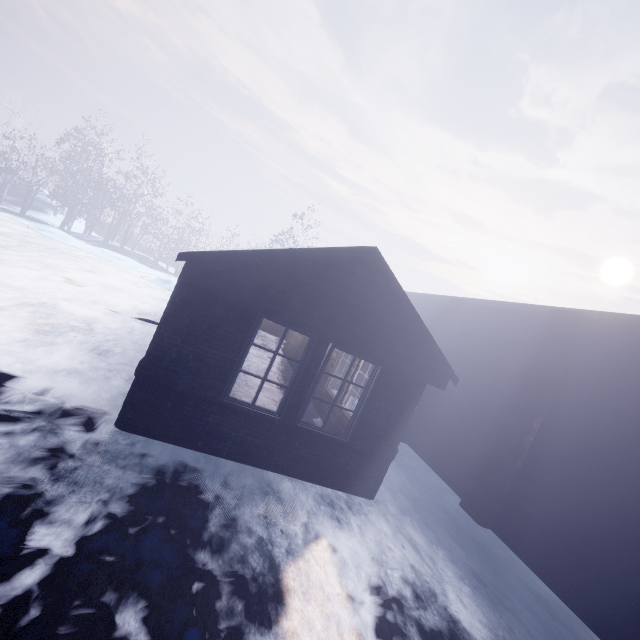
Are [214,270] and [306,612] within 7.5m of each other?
yes

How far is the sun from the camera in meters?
51.5

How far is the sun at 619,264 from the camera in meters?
51.5 m
